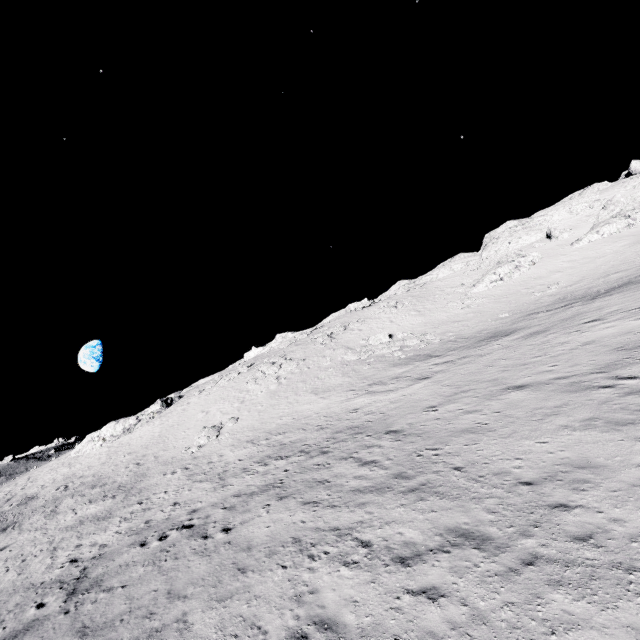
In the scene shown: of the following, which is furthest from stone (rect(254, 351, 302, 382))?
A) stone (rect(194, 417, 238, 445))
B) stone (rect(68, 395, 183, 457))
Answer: stone (rect(68, 395, 183, 457))

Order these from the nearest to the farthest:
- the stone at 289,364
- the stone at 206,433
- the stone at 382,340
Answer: the stone at 206,433, the stone at 382,340, the stone at 289,364

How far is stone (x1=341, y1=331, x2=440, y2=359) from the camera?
35.2m

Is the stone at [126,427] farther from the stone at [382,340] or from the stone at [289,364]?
the stone at [382,340]

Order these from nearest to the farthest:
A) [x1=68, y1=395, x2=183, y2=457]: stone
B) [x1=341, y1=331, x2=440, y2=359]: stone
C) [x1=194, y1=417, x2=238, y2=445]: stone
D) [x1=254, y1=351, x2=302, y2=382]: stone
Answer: [x1=194, y1=417, x2=238, y2=445]: stone
[x1=341, y1=331, x2=440, y2=359]: stone
[x1=254, y1=351, x2=302, y2=382]: stone
[x1=68, y1=395, x2=183, y2=457]: stone

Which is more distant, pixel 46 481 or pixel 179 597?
pixel 46 481

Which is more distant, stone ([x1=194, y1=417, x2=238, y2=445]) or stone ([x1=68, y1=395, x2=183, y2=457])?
stone ([x1=68, y1=395, x2=183, y2=457])

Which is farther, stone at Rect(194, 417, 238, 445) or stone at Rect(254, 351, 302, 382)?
stone at Rect(254, 351, 302, 382)
